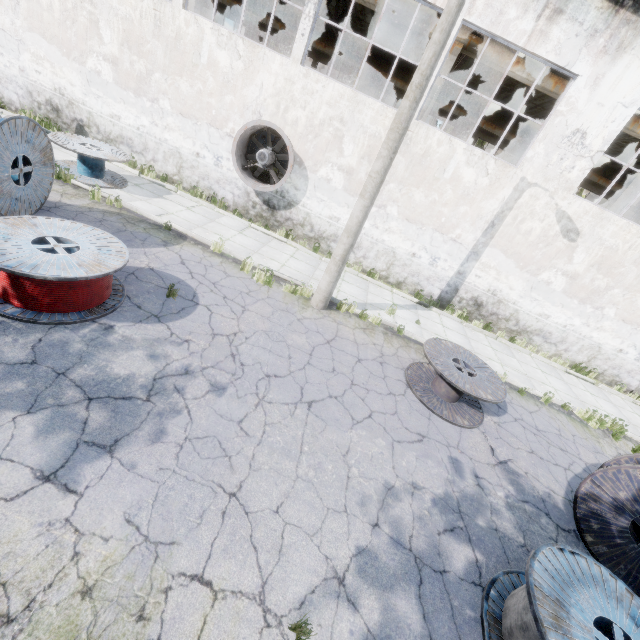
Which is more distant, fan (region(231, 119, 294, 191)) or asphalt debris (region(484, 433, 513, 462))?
fan (region(231, 119, 294, 191))

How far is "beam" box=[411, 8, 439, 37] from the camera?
11.33m

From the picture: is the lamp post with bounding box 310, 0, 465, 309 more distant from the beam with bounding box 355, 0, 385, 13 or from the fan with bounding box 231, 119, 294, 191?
the beam with bounding box 355, 0, 385, 13

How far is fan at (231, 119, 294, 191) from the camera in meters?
10.8 m

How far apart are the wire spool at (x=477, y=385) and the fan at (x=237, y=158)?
7.43m

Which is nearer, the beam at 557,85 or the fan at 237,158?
A: the fan at 237,158

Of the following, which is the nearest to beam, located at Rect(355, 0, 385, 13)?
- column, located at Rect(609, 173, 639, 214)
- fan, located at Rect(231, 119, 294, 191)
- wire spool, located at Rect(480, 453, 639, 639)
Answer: column, located at Rect(609, 173, 639, 214)

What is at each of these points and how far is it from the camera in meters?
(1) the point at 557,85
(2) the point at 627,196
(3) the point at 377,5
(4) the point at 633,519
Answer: (1) beam, 11.6 m
(2) column, 12.7 m
(3) beam, 11.5 m
(4) wire spool, 5.1 m
